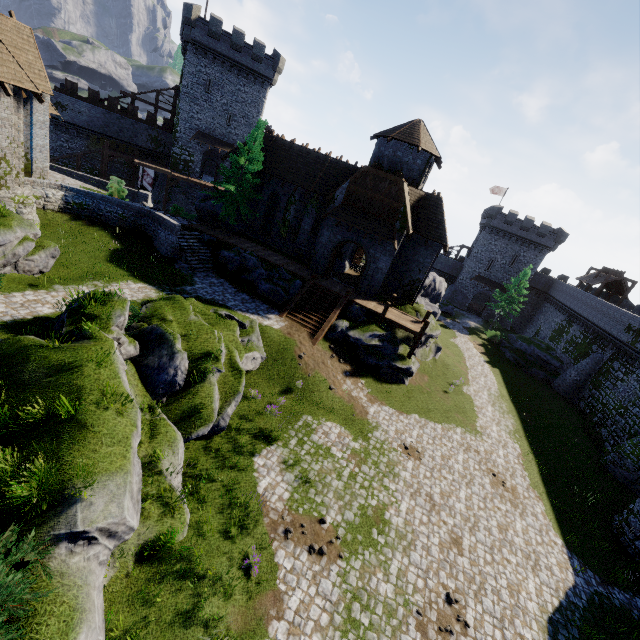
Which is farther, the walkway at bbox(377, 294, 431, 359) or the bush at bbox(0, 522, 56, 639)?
the walkway at bbox(377, 294, 431, 359)

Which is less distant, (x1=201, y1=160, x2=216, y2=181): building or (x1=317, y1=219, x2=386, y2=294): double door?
(x1=317, y1=219, x2=386, y2=294): double door

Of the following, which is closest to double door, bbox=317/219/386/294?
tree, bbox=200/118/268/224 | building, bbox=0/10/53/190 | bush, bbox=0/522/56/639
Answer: tree, bbox=200/118/268/224

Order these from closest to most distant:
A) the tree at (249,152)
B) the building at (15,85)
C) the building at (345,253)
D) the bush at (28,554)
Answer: the bush at (28,554)
the building at (15,85)
the tree at (249,152)
the building at (345,253)

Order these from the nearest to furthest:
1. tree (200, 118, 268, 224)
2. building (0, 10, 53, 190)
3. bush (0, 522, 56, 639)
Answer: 1. bush (0, 522, 56, 639)
2. building (0, 10, 53, 190)
3. tree (200, 118, 268, 224)

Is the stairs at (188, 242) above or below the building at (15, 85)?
below

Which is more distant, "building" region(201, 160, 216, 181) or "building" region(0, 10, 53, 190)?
"building" region(201, 160, 216, 181)

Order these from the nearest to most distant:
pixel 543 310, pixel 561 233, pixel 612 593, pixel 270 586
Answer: pixel 270 586 → pixel 612 593 → pixel 561 233 → pixel 543 310
